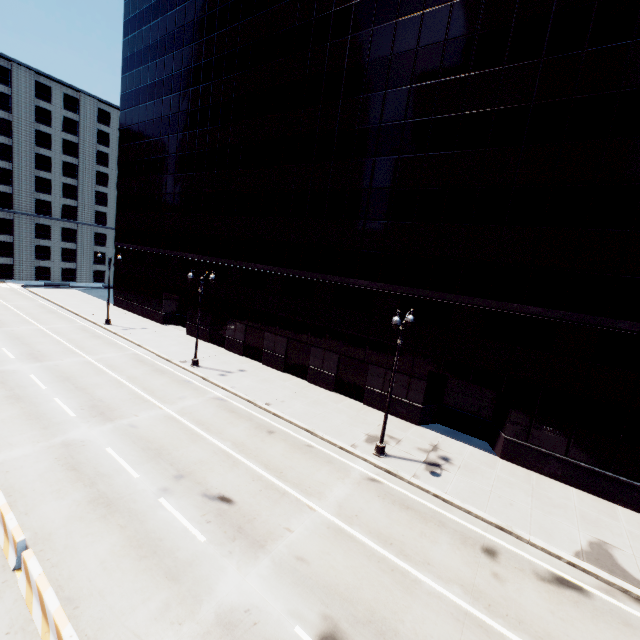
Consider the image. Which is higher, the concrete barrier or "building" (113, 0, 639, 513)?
"building" (113, 0, 639, 513)

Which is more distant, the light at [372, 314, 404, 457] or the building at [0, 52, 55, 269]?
the building at [0, 52, 55, 269]

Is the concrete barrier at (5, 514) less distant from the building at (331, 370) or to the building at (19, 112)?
the building at (331, 370)

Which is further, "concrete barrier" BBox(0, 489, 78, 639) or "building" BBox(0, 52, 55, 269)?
"building" BBox(0, 52, 55, 269)

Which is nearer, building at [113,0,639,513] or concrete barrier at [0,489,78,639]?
concrete barrier at [0,489,78,639]

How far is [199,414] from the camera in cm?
1819

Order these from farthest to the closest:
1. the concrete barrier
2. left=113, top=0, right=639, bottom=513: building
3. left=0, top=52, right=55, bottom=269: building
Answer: left=0, top=52, right=55, bottom=269: building, left=113, top=0, right=639, bottom=513: building, the concrete barrier

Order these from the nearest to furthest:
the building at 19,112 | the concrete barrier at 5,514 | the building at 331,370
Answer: the concrete barrier at 5,514
the building at 331,370
the building at 19,112
